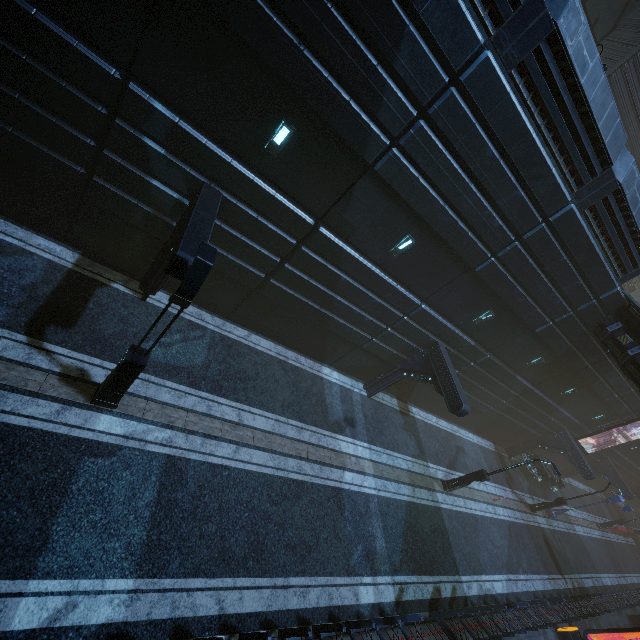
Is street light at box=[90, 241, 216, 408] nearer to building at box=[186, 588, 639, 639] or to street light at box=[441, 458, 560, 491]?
building at box=[186, 588, 639, 639]

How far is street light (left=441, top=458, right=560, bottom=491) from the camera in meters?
15.3

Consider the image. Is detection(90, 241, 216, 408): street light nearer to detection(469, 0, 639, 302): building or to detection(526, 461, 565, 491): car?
detection(469, 0, 639, 302): building

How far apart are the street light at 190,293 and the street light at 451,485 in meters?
16.7 m

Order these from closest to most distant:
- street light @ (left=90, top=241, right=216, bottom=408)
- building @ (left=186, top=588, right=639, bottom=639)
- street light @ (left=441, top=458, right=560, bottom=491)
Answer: street light @ (left=90, top=241, right=216, bottom=408) → building @ (left=186, top=588, right=639, bottom=639) → street light @ (left=441, top=458, right=560, bottom=491)

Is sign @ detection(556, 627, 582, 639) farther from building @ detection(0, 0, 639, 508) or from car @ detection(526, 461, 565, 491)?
car @ detection(526, 461, 565, 491)

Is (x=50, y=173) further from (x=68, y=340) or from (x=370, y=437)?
(x=370, y=437)

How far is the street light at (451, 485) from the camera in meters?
15.3 m
